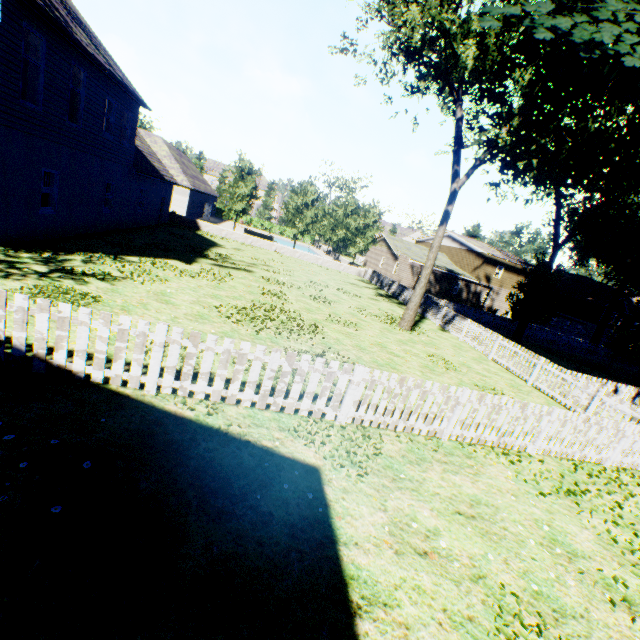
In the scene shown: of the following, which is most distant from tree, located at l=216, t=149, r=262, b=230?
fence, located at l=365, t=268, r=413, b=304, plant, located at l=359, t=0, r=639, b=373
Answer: plant, located at l=359, t=0, r=639, b=373

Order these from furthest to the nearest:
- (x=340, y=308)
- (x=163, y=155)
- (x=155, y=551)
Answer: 1. (x=163, y=155)
2. (x=340, y=308)
3. (x=155, y=551)

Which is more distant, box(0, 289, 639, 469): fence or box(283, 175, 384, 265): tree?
box(283, 175, 384, 265): tree

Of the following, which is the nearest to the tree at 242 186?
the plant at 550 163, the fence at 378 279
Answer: the fence at 378 279

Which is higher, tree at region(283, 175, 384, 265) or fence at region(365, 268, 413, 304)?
tree at region(283, 175, 384, 265)

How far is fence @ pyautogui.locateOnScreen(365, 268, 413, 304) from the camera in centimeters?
2527cm

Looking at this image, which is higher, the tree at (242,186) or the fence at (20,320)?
the tree at (242,186)
